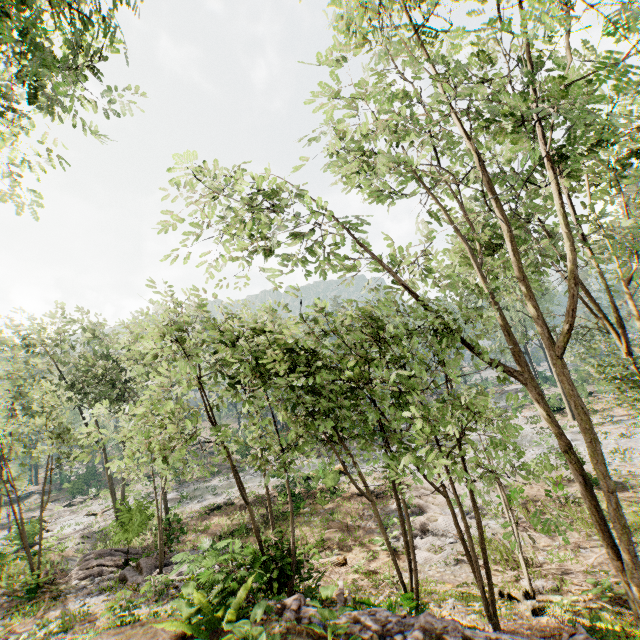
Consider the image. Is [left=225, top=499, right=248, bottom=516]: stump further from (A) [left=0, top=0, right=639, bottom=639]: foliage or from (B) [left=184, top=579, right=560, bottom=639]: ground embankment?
(B) [left=184, top=579, right=560, bottom=639]: ground embankment

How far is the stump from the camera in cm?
2333

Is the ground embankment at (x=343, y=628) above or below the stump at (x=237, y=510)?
above

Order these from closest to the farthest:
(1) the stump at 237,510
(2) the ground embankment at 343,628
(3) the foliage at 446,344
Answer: (2) the ground embankment at 343,628, (3) the foliage at 446,344, (1) the stump at 237,510

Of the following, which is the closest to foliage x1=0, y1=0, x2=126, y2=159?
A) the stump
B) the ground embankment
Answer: the ground embankment

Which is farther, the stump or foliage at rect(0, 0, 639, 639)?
the stump

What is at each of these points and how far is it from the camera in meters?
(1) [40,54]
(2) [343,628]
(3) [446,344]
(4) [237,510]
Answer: (1) foliage, 4.9
(2) ground embankment, 5.3
(3) foliage, 7.6
(4) stump, 24.0
